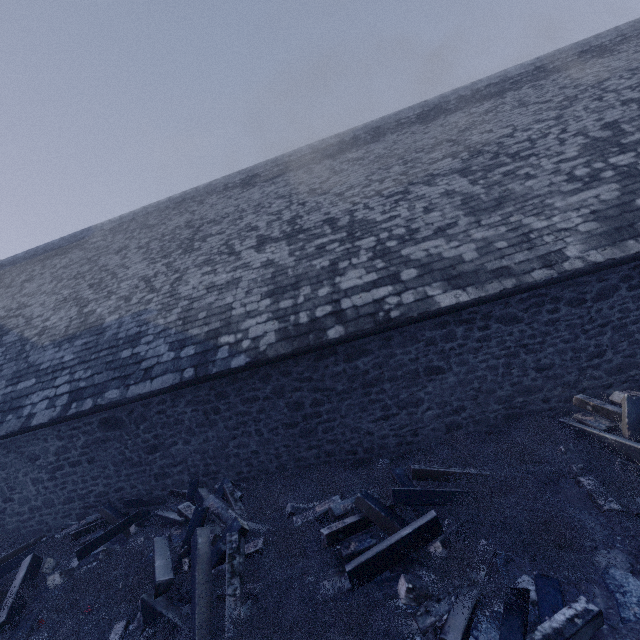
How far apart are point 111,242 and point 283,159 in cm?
716

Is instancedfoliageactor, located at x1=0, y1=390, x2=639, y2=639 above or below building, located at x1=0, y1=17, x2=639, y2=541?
below

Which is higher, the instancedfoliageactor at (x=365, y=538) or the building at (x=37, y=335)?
the building at (x=37, y=335)

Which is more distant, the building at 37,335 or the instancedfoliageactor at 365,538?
the building at 37,335

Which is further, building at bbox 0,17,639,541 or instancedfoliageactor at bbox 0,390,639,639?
building at bbox 0,17,639,541
